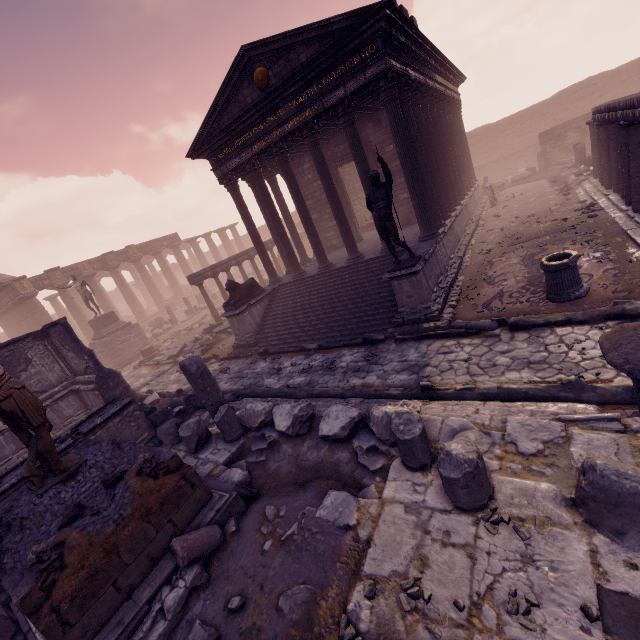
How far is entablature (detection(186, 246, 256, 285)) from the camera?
17.00m

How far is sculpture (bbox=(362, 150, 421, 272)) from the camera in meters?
7.5 m

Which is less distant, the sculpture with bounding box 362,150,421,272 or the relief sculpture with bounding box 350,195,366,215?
the sculpture with bounding box 362,150,421,272

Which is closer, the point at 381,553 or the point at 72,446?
the point at 381,553

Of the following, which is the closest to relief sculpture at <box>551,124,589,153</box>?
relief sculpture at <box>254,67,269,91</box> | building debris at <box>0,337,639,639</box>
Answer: relief sculpture at <box>254,67,269,91</box>

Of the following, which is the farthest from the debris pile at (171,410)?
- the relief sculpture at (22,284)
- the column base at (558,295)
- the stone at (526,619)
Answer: the relief sculpture at (22,284)

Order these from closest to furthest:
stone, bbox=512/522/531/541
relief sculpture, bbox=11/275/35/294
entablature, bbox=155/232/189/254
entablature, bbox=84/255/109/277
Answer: stone, bbox=512/522/531/541 < relief sculpture, bbox=11/275/35/294 < entablature, bbox=84/255/109/277 < entablature, bbox=155/232/189/254

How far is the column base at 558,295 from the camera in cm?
689
